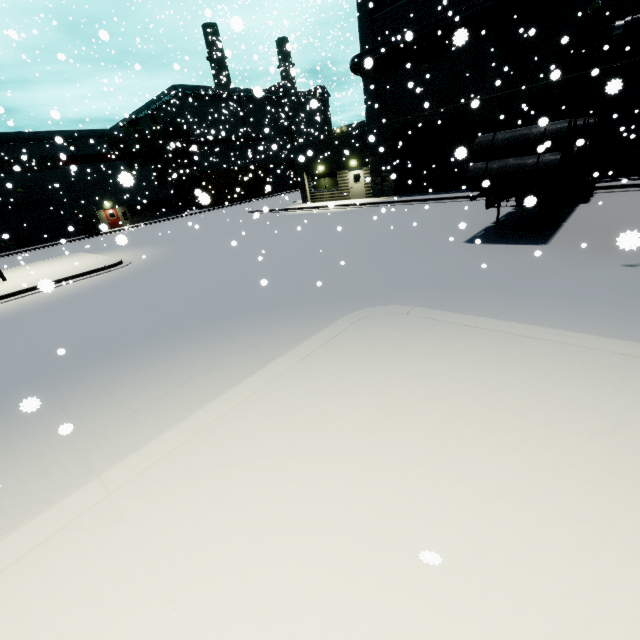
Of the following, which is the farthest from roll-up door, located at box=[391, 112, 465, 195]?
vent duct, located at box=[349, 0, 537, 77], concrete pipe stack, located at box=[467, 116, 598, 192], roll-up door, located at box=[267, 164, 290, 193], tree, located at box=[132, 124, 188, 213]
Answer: tree, located at box=[132, 124, 188, 213]

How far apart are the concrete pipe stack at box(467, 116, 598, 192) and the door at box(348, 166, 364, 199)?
14.7 meters

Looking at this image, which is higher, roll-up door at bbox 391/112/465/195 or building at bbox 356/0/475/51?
building at bbox 356/0/475/51

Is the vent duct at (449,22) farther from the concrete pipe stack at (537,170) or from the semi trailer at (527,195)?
the concrete pipe stack at (537,170)

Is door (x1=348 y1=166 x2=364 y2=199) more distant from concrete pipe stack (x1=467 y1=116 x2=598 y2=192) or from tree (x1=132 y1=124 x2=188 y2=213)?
tree (x1=132 y1=124 x2=188 y2=213)

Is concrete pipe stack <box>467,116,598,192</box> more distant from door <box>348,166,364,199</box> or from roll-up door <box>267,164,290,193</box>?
roll-up door <box>267,164,290,193</box>

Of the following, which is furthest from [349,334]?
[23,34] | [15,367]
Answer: [23,34]

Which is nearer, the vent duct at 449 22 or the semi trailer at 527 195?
the semi trailer at 527 195
